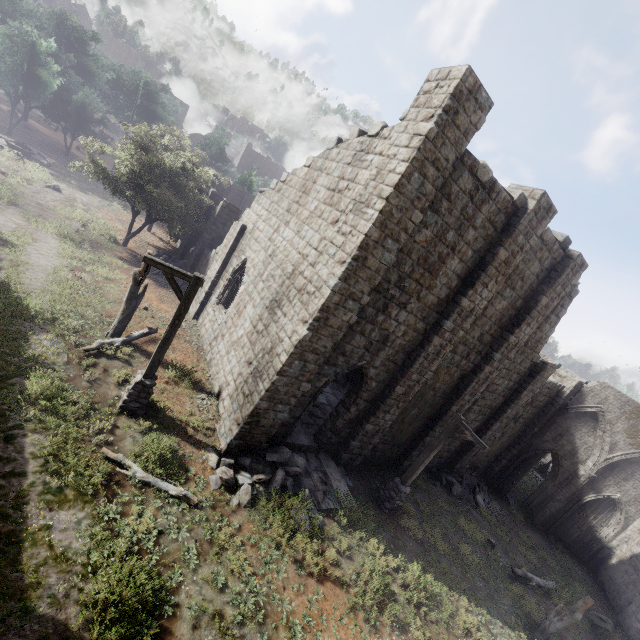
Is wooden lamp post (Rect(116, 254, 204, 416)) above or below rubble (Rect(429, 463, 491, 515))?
above

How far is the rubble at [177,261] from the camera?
22.5m

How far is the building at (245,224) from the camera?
8.5m

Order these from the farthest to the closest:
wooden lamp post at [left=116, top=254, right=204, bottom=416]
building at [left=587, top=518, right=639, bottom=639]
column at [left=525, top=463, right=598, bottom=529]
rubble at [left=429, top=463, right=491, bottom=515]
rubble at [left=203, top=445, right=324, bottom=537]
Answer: column at [left=525, top=463, right=598, bottom=529], rubble at [left=429, top=463, right=491, bottom=515], building at [left=587, top=518, right=639, bottom=639], rubble at [left=203, top=445, right=324, bottom=537], wooden lamp post at [left=116, top=254, right=204, bottom=416]

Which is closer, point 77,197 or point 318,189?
point 318,189

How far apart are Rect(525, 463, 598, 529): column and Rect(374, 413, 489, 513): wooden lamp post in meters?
14.0 m

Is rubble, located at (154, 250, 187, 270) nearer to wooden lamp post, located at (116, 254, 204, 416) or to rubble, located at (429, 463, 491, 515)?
wooden lamp post, located at (116, 254, 204, 416)

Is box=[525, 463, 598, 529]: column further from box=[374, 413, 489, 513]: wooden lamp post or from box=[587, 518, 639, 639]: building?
box=[374, 413, 489, 513]: wooden lamp post
